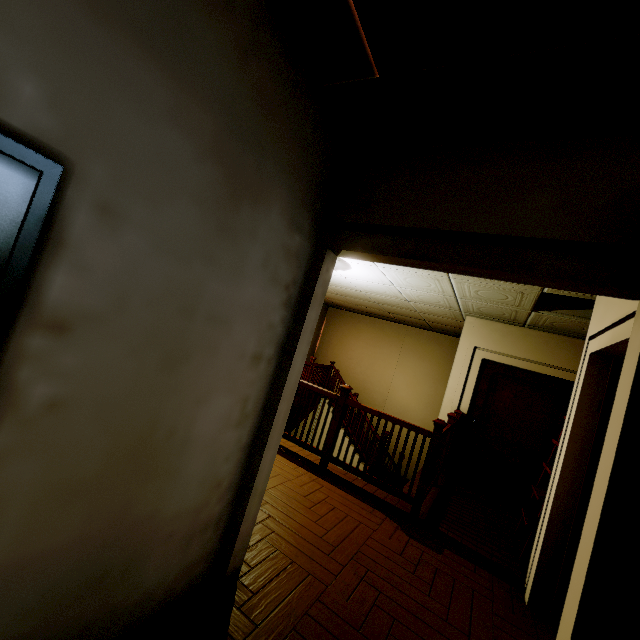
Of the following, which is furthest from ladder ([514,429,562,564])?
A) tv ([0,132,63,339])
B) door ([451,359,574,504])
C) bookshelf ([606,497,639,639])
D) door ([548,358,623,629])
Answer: tv ([0,132,63,339])

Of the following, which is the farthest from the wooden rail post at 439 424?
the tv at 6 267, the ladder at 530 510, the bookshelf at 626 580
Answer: the tv at 6 267

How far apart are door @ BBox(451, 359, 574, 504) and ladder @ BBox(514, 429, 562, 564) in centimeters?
155cm

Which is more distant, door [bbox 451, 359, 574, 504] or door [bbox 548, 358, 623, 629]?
door [bbox 451, 359, 574, 504]

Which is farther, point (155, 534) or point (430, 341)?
point (430, 341)

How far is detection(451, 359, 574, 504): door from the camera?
5.2m

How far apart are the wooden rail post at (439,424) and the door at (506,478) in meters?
2.5

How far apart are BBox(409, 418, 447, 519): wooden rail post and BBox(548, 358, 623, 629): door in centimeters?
122cm
